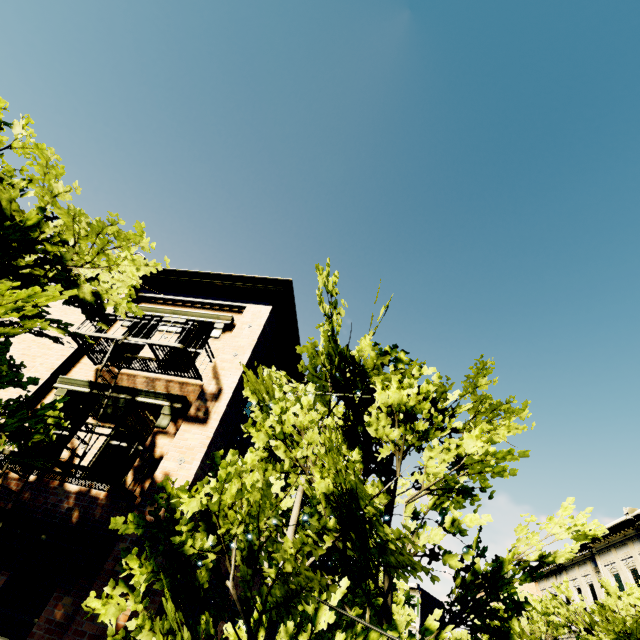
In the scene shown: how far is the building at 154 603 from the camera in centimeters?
556cm

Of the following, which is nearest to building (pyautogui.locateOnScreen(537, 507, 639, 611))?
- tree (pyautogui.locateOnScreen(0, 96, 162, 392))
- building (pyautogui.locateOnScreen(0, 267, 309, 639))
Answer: tree (pyautogui.locateOnScreen(0, 96, 162, 392))

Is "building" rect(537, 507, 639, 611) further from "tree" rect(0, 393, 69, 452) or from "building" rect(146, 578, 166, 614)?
"building" rect(146, 578, 166, 614)

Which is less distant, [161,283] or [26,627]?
[26,627]

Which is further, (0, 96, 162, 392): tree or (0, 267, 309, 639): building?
(0, 267, 309, 639): building

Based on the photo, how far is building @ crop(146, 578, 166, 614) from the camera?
5.6 meters

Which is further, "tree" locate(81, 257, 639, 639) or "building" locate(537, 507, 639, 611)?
"building" locate(537, 507, 639, 611)

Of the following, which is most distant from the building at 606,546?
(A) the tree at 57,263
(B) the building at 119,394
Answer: (B) the building at 119,394
